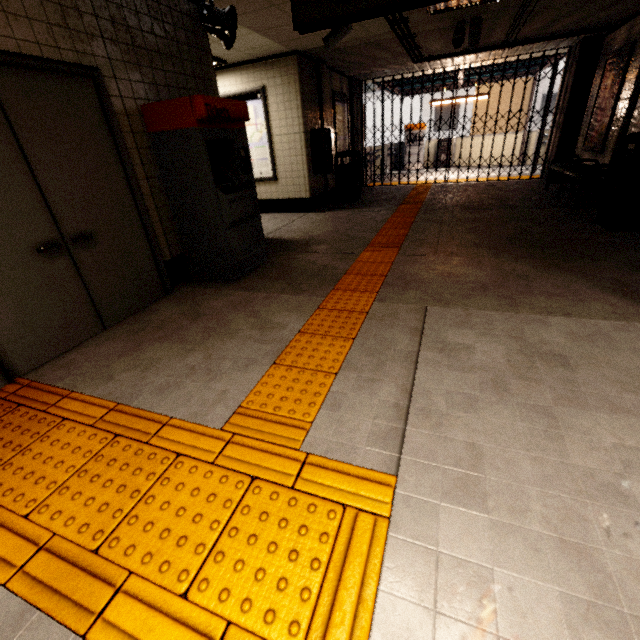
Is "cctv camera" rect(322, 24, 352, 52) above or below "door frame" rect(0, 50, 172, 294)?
above

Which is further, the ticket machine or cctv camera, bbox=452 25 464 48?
cctv camera, bbox=452 25 464 48

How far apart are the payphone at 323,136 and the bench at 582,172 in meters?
4.7

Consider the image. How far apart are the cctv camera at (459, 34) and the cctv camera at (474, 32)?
0.1 meters

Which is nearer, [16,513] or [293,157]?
[16,513]

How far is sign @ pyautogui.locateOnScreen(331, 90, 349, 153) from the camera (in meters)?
8.14

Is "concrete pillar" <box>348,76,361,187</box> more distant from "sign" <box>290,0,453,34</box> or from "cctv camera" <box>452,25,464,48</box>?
"sign" <box>290,0,453,34</box>

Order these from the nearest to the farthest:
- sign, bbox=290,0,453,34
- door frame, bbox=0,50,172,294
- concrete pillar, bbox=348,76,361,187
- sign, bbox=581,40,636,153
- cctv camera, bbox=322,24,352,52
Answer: door frame, bbox=0,50,172,294, sign, bbox=290,0,453,34, cctv camera, bbox=322,24,352,52, sign, bbox=581,40,636,153, concrete pillar, bbox=348,76,361,187
